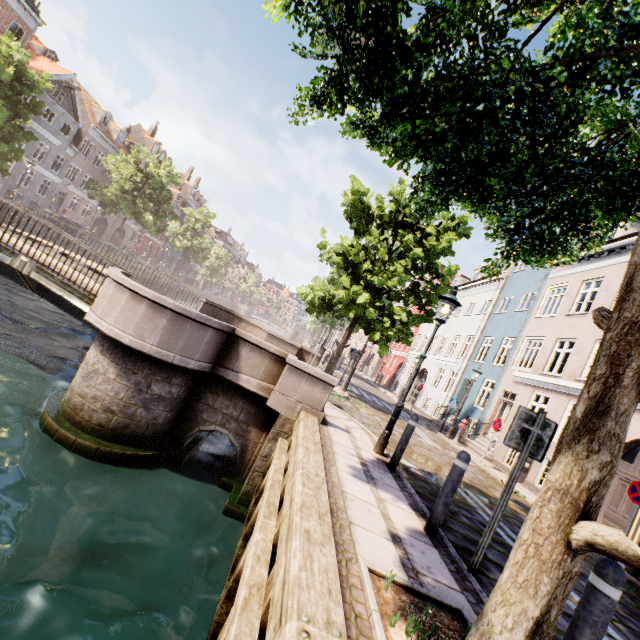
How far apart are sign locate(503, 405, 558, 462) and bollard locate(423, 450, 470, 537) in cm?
58

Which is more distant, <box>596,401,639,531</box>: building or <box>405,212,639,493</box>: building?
<box>405,212,639,493</box>: building

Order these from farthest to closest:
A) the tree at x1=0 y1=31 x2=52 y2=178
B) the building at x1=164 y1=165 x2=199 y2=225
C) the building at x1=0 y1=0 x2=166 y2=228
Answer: the building at x1=164 y1=165 x2=199 y2=225 → the building at x1=0 y1=0 x2=166 y2=228 → the tree at x1=0 y1=31 x2=52 y2=178

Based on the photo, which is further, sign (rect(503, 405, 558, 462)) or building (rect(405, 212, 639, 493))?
building (rect(405, 212, 639, 493))

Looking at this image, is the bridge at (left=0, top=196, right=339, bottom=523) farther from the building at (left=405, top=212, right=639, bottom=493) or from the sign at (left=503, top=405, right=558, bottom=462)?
the building at (left=405, top=212, right=639, bottom=493)

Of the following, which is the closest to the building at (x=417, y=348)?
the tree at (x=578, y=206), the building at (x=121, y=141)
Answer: the tree at (x=578, y=206)

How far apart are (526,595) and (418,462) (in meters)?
6.93

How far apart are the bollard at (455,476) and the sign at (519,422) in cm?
58
